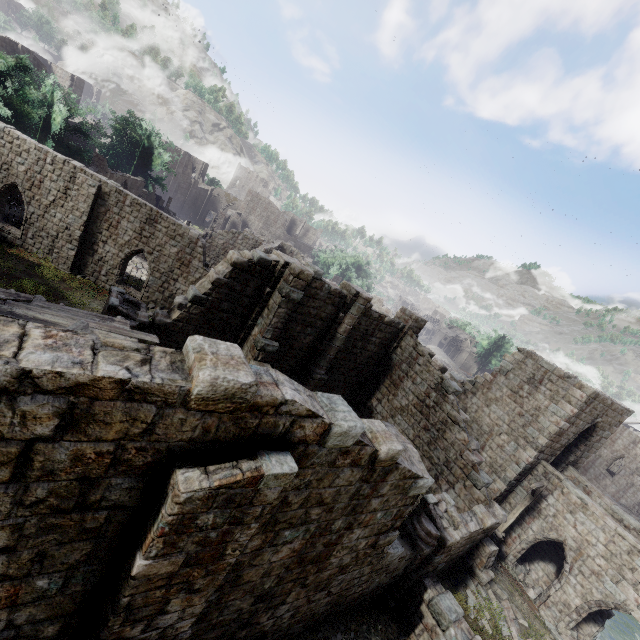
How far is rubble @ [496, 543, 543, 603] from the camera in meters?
16.1

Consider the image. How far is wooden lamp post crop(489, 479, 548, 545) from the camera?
15.43m

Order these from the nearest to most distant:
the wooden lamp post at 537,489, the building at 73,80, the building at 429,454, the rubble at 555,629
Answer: the building at 429,454, the rubble at 555,629, the wooden lamp post at 537,489, the building at 73,80

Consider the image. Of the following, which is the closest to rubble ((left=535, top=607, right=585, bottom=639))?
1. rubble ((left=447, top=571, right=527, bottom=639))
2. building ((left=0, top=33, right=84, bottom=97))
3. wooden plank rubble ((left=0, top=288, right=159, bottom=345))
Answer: building ((left=0, top=33, right=84, bottom=97))

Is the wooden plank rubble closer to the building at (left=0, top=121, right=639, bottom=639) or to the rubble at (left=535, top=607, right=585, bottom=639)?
the building at (left=0, top=121, right=639, bottom=639)

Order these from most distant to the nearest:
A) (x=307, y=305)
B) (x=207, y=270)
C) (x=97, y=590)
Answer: (x=207, y=270) < (x=307, y=305) < (x=97, y=590)

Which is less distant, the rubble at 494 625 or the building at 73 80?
the rubble at 494 625

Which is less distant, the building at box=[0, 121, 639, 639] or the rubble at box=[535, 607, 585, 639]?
the building at box=[0, 121, 639, 639]
